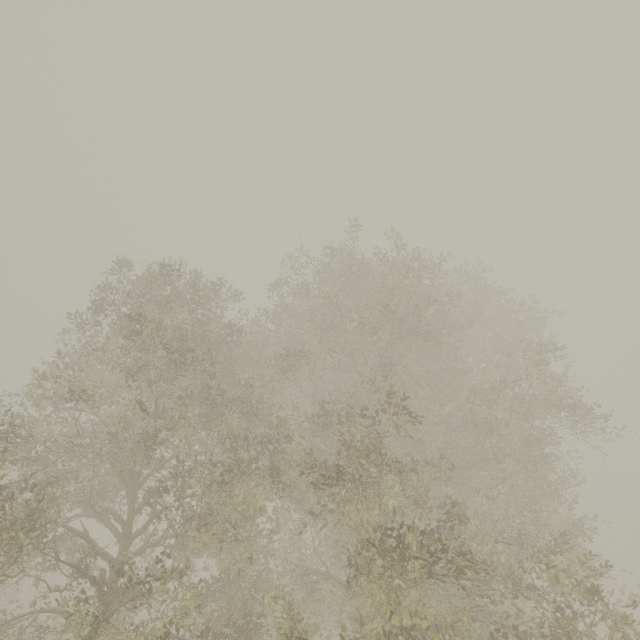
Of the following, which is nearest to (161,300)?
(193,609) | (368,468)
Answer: (368,468)
